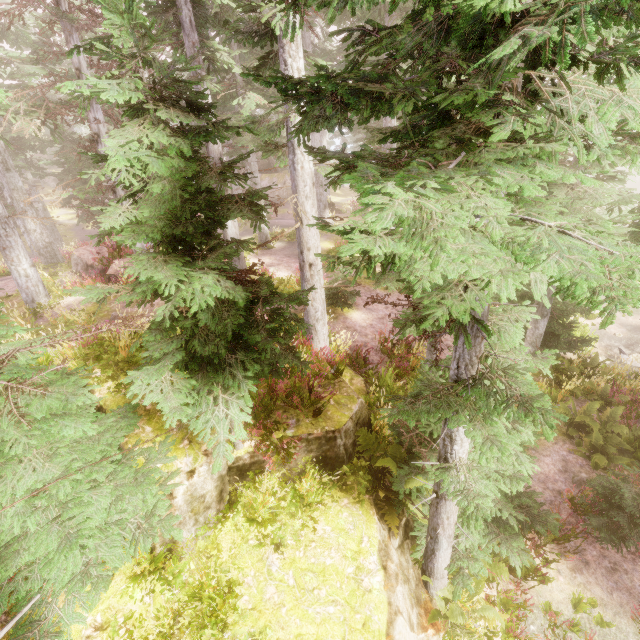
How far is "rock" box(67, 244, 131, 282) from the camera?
13.0 meters

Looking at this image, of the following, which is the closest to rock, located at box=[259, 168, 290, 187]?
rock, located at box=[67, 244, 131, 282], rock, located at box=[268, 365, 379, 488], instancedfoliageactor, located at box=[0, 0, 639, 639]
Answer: instancedfoliageactor, located at box=[0, 0, 639, 639]

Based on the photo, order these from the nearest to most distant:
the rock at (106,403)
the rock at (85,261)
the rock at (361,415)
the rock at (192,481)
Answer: the rock at (192,481)
the rock at (106,403)
the rock at (361,415)
the rock at (85,261)

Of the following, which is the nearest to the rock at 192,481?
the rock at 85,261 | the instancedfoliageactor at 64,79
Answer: the instancedfoliageactor at 64,79

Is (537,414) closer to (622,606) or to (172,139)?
(172,139)

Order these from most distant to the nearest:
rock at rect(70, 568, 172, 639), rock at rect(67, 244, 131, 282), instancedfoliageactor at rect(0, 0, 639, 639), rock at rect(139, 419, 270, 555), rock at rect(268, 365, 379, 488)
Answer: rock at rect(67, 244, 131, 282) < rock at rect(268, 365, 379, 488) < rock at rect(139, 419, 270, 555) < rock at rect(70, 568, 172, 639) < instancedfoliageactor at rect(0, 0, 639, 639)

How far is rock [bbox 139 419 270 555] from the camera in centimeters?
487cm

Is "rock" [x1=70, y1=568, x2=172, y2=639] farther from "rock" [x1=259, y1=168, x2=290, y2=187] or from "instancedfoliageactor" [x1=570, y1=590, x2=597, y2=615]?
"rock" [x1=259, y1=168, x2=290, y2=187]
